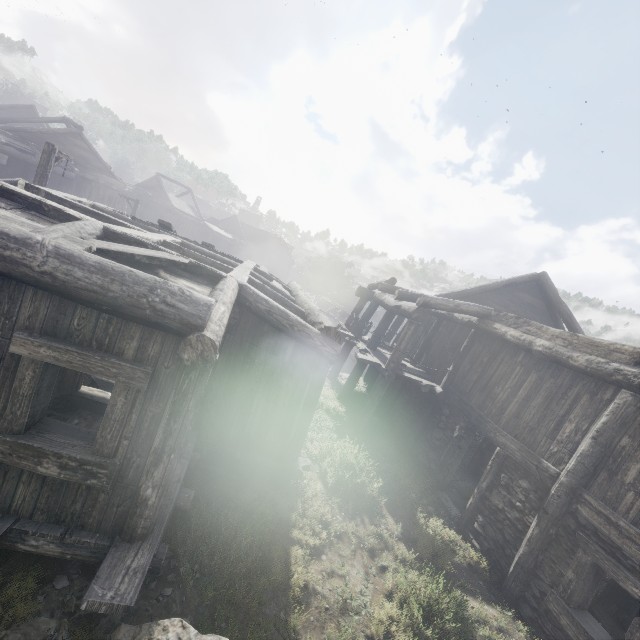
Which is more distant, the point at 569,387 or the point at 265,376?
the point at 569,387

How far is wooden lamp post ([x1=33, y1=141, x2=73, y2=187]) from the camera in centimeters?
1147cm

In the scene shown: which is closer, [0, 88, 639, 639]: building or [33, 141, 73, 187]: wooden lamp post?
[0, 88, 639, 639]: building

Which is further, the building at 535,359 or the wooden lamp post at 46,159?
the wooden lamp post at 46,159

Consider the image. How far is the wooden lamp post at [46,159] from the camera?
11.47m
